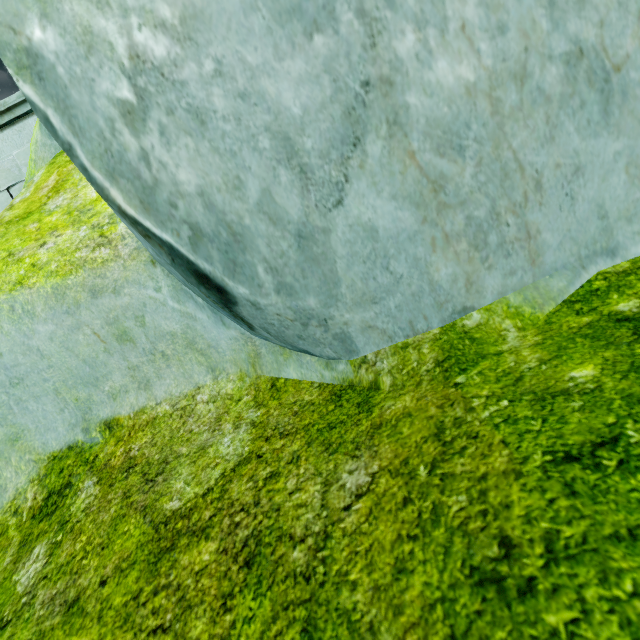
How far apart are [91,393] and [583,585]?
1.5m

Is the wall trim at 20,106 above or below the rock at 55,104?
above

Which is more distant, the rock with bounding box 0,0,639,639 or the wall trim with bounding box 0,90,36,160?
the wall trim with bounding box 0,90,36,160

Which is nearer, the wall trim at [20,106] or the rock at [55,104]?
the rock at [55,104]

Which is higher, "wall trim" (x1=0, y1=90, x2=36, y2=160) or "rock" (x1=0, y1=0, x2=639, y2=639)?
"wall trim" (x1=0, y1=90, x2=36, y2=160)
